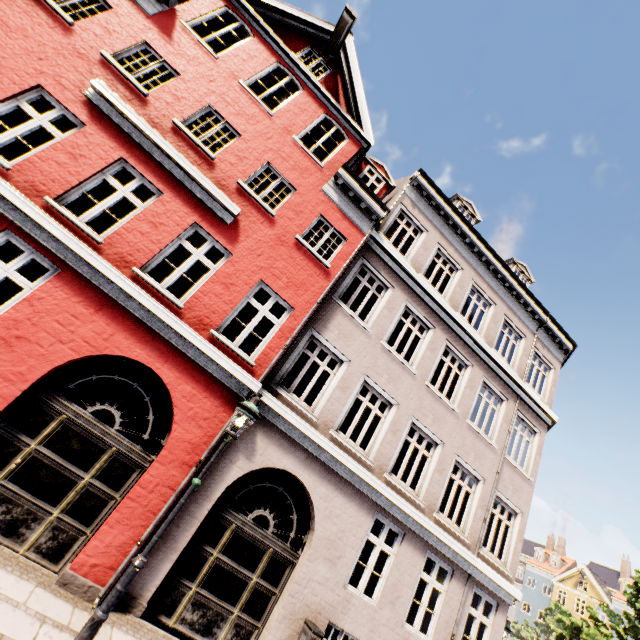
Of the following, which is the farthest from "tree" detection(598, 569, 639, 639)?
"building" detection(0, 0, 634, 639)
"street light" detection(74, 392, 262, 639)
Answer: "street light" detection(74, 392, 262, 639)

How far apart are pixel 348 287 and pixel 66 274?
13.1m

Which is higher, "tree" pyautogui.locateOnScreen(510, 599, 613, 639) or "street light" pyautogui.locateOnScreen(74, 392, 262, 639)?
"tree" pyautogui.locateOnScreen(510, 599, 613, 639)

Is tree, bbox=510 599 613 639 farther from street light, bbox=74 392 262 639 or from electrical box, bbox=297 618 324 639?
street light, bbox=74 392 262 639

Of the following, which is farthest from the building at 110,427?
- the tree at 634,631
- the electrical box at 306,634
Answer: the tree at 634,631

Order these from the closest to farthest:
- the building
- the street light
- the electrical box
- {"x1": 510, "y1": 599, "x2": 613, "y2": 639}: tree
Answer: the street light, the building, the electrical box, {"x1": 510, "y1": 599, "x2": 613, "y2": 639}: tree

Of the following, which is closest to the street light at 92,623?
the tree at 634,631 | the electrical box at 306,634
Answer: the electrical box at 306,634

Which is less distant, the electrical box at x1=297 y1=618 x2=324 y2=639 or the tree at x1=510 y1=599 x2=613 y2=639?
the electrical box at x1=297 y1=618 x2=324 y2=639
